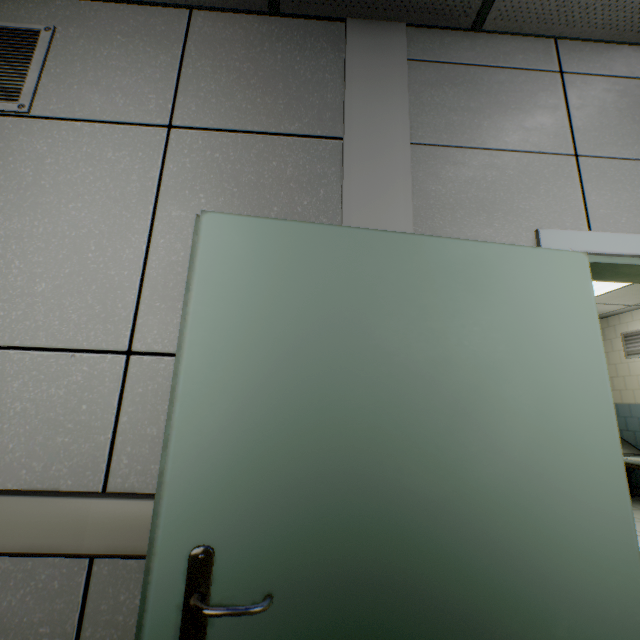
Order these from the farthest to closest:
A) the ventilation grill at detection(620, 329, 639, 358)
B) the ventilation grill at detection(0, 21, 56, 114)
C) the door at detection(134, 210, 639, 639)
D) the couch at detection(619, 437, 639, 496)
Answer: the ventilation grill at detection(620, 329, 639, 358), the couch at detection(619, 437, 639, 496), the ventilation grill at detection(0, 21, 56, 114), the door at detection(134, 210, 639, 639)

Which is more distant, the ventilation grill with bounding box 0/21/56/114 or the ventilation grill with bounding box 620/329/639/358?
the ventilation grill with bounding box 620/329/639/358

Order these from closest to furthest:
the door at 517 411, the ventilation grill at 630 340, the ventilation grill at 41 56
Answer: the door at 517 411 < the ventilation grill at 41 56 < the ventilation grill at 630 340

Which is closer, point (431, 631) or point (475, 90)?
point (431, 631)

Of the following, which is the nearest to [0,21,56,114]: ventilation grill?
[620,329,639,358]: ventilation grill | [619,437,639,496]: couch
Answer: [619,437,639,496]: couch

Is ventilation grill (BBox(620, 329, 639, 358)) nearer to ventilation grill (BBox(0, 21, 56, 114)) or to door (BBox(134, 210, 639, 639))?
door (BBox(134, 210, 639, 639))

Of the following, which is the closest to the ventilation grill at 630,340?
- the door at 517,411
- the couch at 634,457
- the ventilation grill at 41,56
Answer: the couch at 634,457
